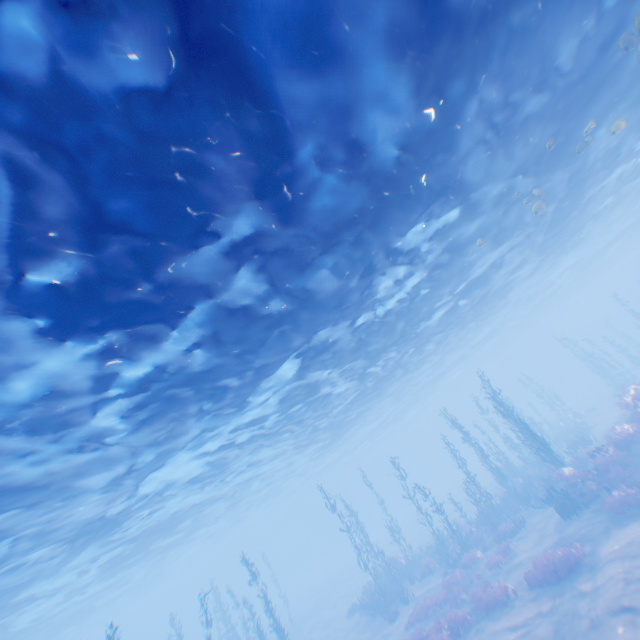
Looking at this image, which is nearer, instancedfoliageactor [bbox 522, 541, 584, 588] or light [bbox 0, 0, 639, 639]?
light [bbox 0, 0, 639, 639]

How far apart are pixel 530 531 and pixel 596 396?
32.1m

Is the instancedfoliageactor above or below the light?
below

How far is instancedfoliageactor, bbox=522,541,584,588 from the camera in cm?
1278

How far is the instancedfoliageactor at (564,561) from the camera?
12.8m

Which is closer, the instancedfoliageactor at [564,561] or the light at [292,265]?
the light at [292,265]
